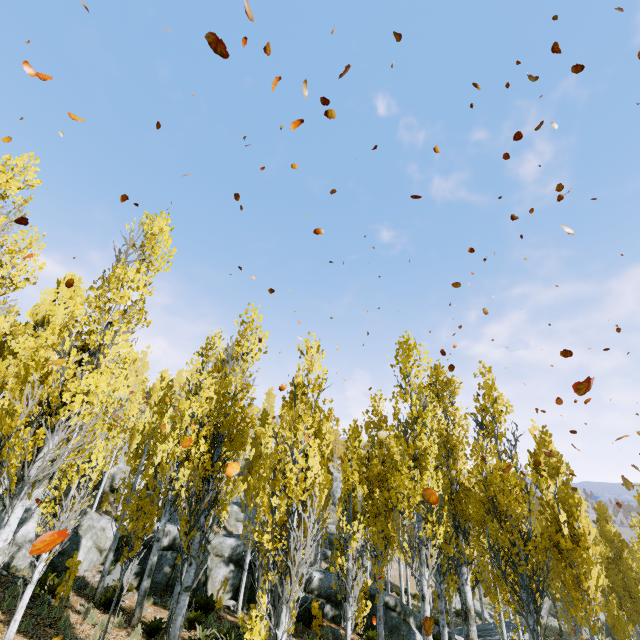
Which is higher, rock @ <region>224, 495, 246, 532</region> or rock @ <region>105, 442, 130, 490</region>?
rock @ <region>105, 442, 130, 490</region>

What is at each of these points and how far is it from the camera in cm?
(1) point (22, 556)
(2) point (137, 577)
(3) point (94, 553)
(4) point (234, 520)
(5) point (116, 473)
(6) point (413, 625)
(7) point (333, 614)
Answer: (1) rock, 1242
(2) rock, 1330
(3) rock, 1434
(4) rock, 3288
(5) rock, 2816
(6) rock, 1585
(7) rock, 1548

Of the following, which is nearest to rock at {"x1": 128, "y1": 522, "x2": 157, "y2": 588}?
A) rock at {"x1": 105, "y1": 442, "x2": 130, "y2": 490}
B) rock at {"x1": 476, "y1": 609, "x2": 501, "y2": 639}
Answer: rock at {"x1": 476, "y1": 609, "x2": 501, "y2": 639}

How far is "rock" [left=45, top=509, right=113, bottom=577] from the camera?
13.1 meters

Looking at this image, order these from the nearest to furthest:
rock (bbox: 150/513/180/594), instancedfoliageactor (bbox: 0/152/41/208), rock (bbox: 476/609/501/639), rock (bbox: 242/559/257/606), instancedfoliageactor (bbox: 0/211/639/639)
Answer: instancedfoliageactor (bbox: 0/211/639/639) → instancedfoliageactor (bbox: 0/152/41/208) → rock (bbox: 150/513/180/594) → rock (bbox: 242/559/257/606) → rock (bbox: 476/609/501/639)

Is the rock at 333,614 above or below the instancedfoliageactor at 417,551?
below

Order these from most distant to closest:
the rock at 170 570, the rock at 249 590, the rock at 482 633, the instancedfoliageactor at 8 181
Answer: the rock at 482 633 < the rock at 249 590 < the rock at 170 570 < the instancedfoliageactor at 8 181

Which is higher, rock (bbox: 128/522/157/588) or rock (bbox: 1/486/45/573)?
rock (bbox: 1/486/45/573)
